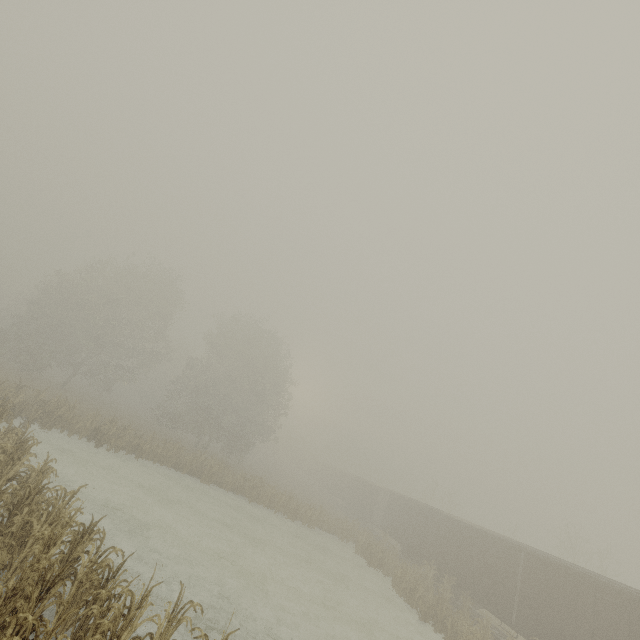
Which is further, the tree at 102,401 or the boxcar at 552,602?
the boxcar at 552,602

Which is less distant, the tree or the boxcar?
the tree

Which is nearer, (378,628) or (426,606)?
(378,628)
